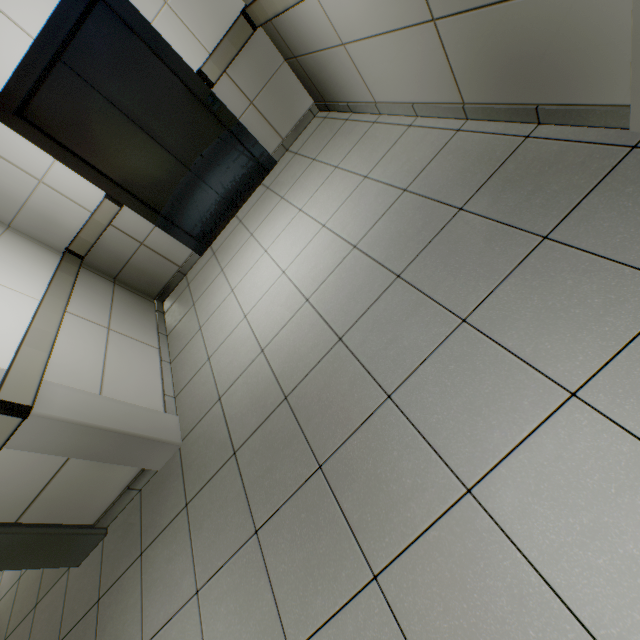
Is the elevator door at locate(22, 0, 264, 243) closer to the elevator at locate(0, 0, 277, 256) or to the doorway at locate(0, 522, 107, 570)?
the elevator at locate(0, 0, 277, 256)

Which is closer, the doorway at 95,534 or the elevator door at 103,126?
the doorway at 95,534

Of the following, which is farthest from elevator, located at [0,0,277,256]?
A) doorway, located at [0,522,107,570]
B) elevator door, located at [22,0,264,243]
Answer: doorway, located at [0,522,107,570]

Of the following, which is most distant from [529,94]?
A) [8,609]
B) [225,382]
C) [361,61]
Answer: [8,609]

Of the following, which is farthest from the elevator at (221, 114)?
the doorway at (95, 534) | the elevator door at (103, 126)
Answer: the doorway at (95, 534)

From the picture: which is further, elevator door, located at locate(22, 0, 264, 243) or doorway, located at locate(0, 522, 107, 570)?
elevator door, located at locate(22, 0, 264, 243)
